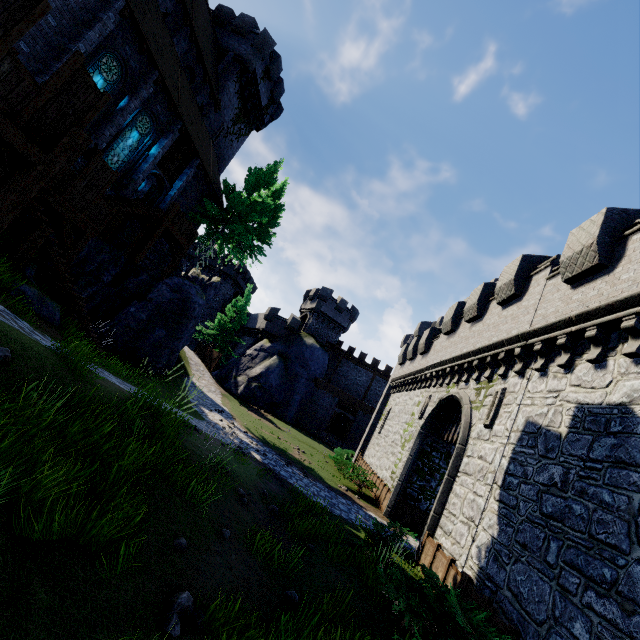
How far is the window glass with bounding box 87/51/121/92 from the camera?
14.0 meters

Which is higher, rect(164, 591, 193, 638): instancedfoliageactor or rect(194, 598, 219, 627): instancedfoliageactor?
rect(164, 591, 193, 638): instancedfoliageactor

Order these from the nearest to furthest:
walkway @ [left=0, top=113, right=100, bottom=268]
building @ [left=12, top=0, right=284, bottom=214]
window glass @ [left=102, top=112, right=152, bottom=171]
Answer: walkway @ [left=0, top=113, right=100, bottom=268] → building @ [left=12, top=0, right=284, bottom=214] → window glass @ [left=102, top=112, right=152, bottom=171]

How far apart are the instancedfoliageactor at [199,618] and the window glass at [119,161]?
19.14m

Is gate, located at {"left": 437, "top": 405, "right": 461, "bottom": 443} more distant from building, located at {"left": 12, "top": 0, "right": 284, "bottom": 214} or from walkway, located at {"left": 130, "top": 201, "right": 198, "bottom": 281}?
building, located at {"left": 12, "top": 0, "right": 284, "bottom": 214}

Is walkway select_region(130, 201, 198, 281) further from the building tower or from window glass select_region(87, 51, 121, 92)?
the building tower

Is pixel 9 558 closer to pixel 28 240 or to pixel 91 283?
pixel 28 240

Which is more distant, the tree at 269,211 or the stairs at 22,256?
the tree at 269,211
